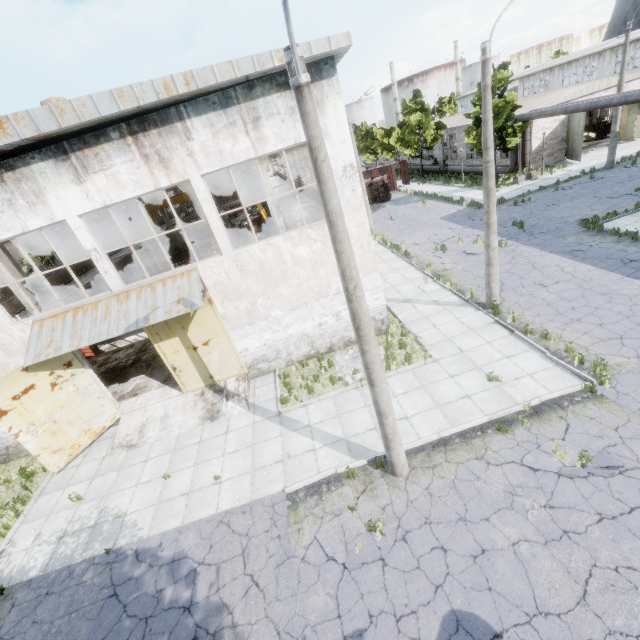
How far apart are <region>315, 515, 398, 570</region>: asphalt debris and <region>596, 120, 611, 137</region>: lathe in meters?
44.1

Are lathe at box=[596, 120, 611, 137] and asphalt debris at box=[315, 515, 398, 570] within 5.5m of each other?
no

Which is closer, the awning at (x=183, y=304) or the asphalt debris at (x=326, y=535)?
the asphalt debris at (x=326, y=535)

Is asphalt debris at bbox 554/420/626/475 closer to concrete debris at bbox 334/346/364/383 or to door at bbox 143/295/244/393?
concrete debris at bbox 334/346/364/383

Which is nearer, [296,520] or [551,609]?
[551,609]

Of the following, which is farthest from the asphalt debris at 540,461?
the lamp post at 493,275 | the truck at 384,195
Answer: the truck at 384,195

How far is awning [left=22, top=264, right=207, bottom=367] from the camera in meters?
10.4

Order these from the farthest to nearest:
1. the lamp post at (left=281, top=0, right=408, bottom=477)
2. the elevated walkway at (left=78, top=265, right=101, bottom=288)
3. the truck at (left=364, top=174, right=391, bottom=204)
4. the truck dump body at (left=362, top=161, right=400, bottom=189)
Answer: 1. the truck dump body at (left=362, top=161, right=400, bottom=189)
2. the truck at (left=364, top=174, right=391, bottom=204)
3. the elevated walkway at (left=78, top=265, right=101, bottom=288)
4. the lamp post at (left=281, top=0, right=408, bottom=477)
